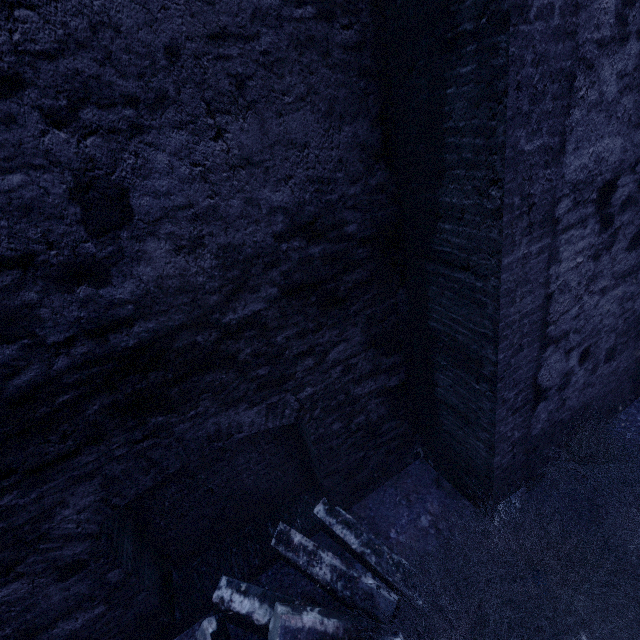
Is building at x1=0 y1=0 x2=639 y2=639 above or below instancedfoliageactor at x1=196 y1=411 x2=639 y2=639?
above

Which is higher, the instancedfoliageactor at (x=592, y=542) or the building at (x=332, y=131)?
the building at (x=332, y=131)

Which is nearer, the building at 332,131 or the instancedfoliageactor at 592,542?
the building at 332,131

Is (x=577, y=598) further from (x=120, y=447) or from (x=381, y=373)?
(x=120, y=447)

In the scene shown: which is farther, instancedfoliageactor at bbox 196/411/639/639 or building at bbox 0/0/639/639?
instancedfoliageactor at bbox 196/411/639/639
